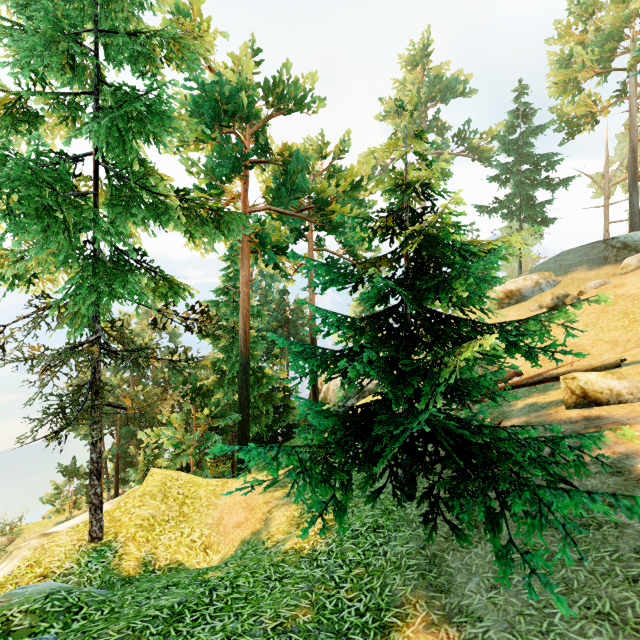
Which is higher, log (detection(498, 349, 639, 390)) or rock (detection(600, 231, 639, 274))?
rock (detection(600, 231, 639, 274))

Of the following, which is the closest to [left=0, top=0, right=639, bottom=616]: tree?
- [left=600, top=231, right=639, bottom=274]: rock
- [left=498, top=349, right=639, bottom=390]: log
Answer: [left=498, top=349, right=639, bottom=390]: log

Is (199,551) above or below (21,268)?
below

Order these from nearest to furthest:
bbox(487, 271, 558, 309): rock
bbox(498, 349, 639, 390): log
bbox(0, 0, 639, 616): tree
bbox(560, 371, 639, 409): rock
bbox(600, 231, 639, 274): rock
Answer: bbox(0, 0, 639, 616): tree → bbox(560, 371, 639, 409): rock → bbox(498, 349, 639, 390): log → bbox(600, 231, 639, 274): rock → bbox(487, 271, 558, 309): rock

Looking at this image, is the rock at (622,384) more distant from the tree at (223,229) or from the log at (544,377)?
the tree at (223,229)

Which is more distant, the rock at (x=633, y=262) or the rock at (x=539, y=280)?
the rock at (x=539, y=280)

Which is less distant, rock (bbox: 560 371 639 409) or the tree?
the tree

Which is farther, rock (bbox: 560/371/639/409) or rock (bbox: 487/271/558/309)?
rock (bbox: 487/271/558/309)
